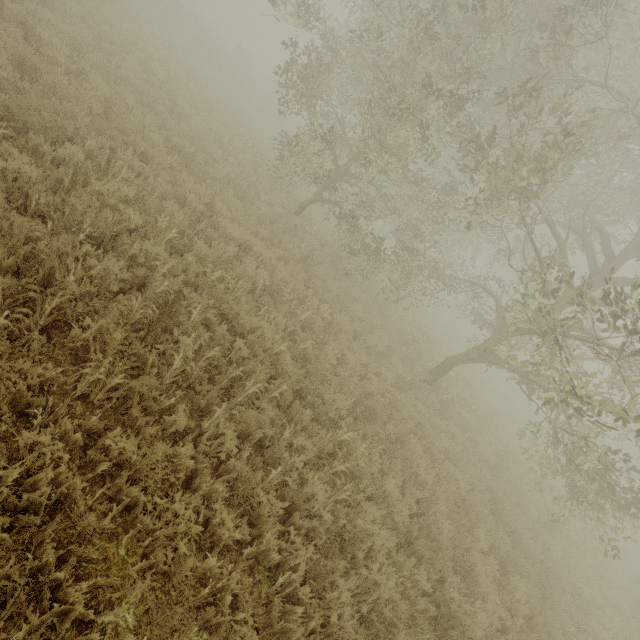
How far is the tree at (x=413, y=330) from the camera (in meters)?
A: 11.28

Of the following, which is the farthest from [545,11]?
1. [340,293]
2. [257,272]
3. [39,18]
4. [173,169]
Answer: [39,18]

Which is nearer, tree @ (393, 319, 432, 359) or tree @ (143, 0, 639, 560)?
tree @ (143, 0, 639, 560)

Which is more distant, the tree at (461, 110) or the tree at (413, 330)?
the tree at (413, 330)

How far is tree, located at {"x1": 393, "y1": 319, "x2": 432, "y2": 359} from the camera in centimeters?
1128cm

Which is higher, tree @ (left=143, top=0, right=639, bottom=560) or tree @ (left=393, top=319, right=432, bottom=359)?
tree @ (left=143, top=0, right=639, bottom=560)
